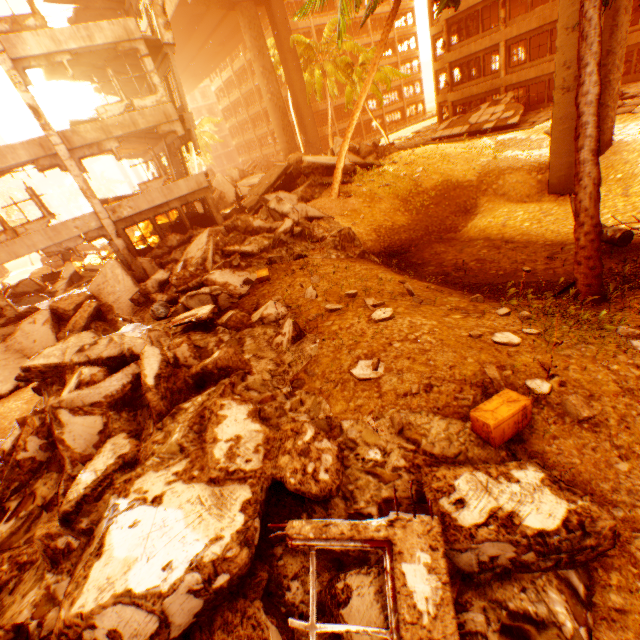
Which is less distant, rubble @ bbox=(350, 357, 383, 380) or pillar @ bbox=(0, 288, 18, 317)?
rubble @ bbox=(350, 357, 383, 380)

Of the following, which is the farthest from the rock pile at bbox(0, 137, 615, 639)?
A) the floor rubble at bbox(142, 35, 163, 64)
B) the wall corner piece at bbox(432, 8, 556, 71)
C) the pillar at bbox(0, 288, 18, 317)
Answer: the wall corner piece at bbox(432, 8, 556, 71)

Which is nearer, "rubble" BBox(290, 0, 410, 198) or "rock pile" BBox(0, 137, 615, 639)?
"rock pile" BBox(0, 137, 615, 639)

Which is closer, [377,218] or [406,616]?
[406,616]

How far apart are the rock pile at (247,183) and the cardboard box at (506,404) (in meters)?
32.92

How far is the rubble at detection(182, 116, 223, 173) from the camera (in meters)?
43.34

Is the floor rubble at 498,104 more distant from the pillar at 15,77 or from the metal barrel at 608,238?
the pillar at 15,77

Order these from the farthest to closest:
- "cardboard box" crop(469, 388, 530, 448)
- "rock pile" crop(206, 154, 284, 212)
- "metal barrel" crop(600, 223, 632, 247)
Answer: "rock pile" crop(206, 154, 284, 212), "metal barrel" crop(600, 223, 632, 247), "cardboard box" crop(469, 388, 530, 448)
